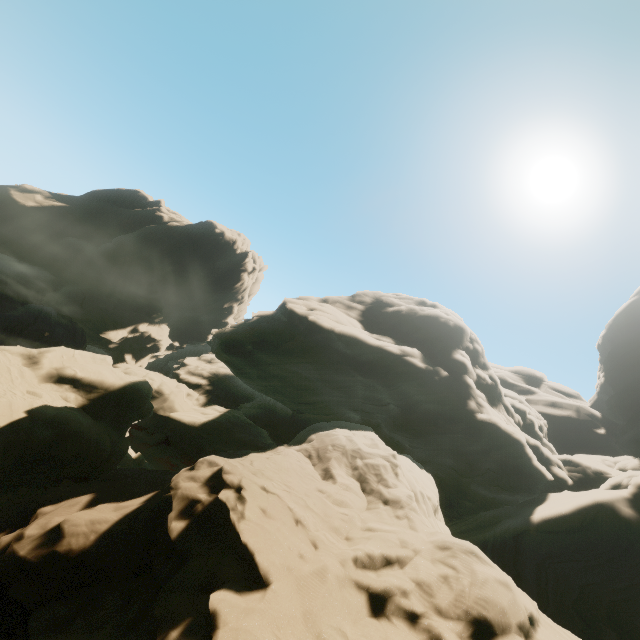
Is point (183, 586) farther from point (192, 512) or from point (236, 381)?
point (236, 381)
